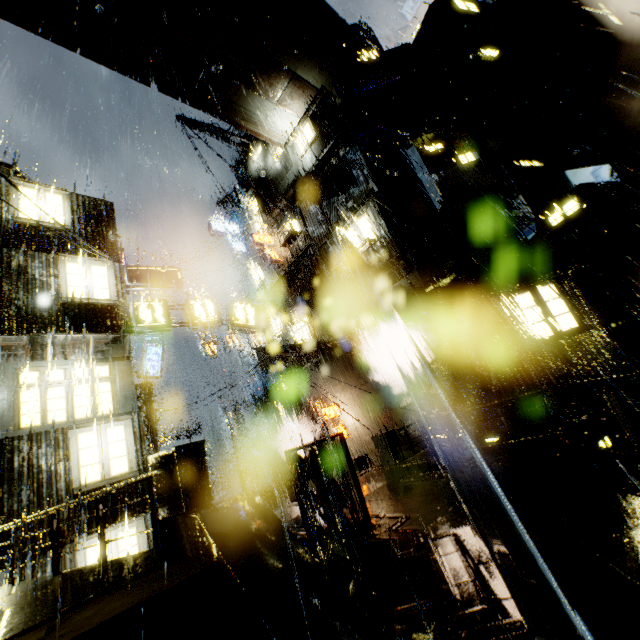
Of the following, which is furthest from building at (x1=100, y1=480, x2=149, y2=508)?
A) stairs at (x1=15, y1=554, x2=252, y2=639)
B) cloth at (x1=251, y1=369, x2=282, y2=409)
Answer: stairs at (x1=15, y1=554, x2=252, y2=639)

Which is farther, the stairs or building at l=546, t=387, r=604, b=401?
building at l=546, t=387, r=604, b=401

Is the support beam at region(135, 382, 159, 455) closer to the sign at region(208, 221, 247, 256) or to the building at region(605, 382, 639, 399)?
the building at region(605, 382, 639, 399)

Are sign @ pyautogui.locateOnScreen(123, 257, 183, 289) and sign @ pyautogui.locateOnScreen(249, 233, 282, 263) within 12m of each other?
yes

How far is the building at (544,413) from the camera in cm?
1325

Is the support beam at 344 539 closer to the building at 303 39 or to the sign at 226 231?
the building at 303 39

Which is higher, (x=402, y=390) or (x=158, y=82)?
(x=158, y=82)

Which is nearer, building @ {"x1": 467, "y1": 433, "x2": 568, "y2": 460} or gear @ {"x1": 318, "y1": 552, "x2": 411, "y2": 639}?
gear @ {"x1": 318, "y1": 552, "x2": 411, "y2": 639}
